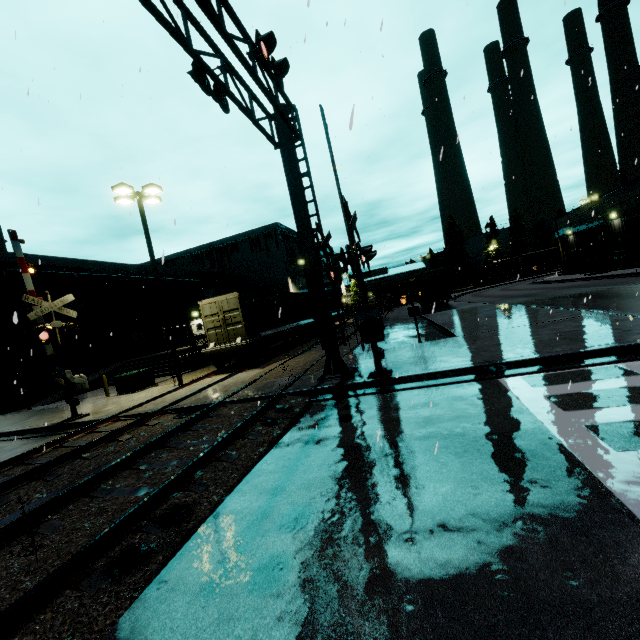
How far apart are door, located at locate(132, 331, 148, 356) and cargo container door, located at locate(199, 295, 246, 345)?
17.79m

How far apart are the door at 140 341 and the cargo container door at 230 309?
17.79m

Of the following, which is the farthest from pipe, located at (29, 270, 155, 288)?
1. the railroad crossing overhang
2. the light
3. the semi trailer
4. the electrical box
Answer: the railroad crossing overhang

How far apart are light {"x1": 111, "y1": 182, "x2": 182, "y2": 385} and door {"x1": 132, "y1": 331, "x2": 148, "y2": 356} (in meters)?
18.24

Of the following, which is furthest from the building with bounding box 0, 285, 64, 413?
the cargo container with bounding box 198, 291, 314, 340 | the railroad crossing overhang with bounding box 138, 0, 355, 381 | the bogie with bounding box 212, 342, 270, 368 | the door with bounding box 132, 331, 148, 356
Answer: the bogie with bounding box 212, 342, 270, 368

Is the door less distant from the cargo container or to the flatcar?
the cargo container

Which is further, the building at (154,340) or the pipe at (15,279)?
the building at (154,340)

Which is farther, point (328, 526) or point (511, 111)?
point (511, 111)
